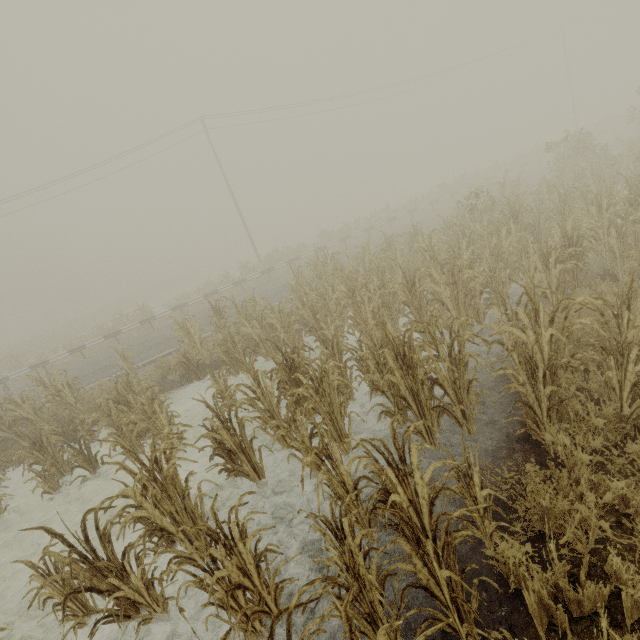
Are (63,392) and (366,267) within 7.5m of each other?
no
